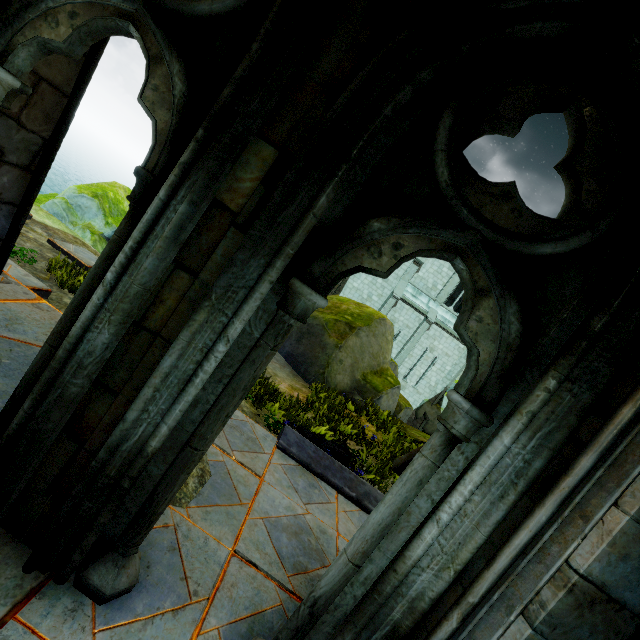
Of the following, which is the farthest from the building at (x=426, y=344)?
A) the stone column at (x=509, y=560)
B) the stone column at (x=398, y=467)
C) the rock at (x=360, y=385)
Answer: the stone column at (x=509, y=560)

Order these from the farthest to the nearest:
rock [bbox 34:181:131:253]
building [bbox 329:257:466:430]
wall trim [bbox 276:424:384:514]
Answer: building [bbox 329:257:466:430]
rock [bbox 34:181:131:253]
wall trim [bbox 276:424:384:514]

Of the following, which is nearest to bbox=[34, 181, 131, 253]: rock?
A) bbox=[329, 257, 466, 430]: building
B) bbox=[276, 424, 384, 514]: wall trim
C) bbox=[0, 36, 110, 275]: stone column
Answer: bbox=[329, 257, 466, 430]: building

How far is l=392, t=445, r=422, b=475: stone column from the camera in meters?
2.7

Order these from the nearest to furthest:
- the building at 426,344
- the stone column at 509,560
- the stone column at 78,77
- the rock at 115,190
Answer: the stone column at 509,560
the stone column at 78,77
the rock at 115,190
the building at 426,344

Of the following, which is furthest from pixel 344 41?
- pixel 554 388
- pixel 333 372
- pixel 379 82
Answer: pixel 333 372

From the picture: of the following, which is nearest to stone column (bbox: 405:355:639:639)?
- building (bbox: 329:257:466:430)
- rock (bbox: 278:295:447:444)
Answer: building (bbox: 329:257:466:430)

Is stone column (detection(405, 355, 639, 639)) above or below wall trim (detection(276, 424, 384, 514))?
above
